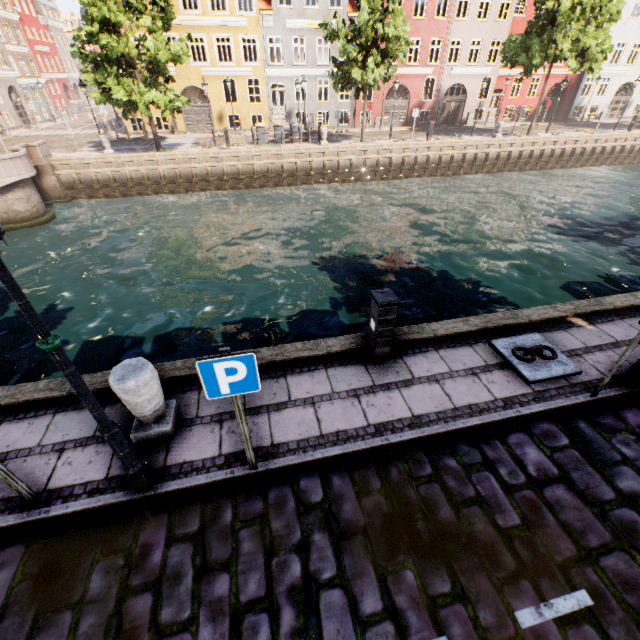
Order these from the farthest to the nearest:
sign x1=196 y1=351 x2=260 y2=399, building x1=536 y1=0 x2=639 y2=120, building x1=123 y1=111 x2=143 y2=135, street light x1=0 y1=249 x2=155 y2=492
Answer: building x1=536 y1=0 x2=639 y2=120, building x1=123 y1=111 x2=143 y2=135, sign x1=196 y1=351 x2=260 y2=399, street light x1=0 y1=249 x2=155 y2=492

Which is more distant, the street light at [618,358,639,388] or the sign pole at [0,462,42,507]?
the street light at [618,358,639,388]

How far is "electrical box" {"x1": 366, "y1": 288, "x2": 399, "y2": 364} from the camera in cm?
462

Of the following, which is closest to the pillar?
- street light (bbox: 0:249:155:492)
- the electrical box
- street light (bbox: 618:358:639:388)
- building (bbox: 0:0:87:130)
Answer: street light (bbox: 0:249:155:492)

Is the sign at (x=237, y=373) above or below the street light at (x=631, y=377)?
above

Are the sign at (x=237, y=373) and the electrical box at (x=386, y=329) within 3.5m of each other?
yes

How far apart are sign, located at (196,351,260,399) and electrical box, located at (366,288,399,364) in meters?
2.2

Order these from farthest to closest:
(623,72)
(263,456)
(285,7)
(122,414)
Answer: (623,72), (285,7), (122,414), (263,456)
